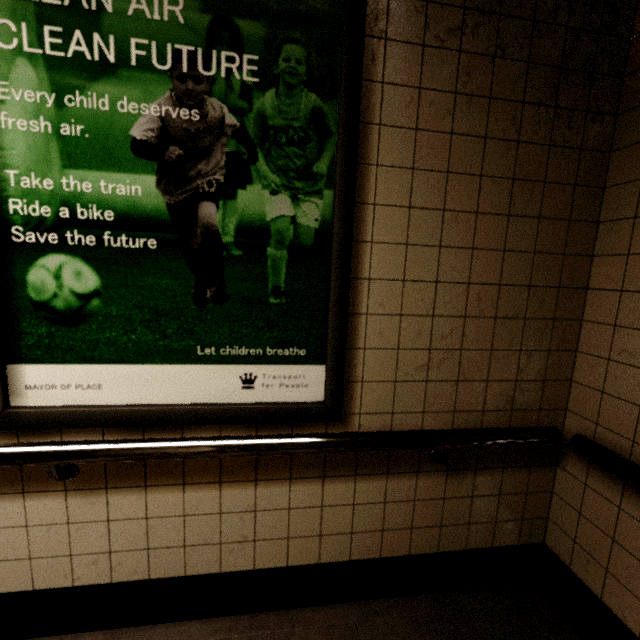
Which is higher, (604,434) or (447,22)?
(447,22)
